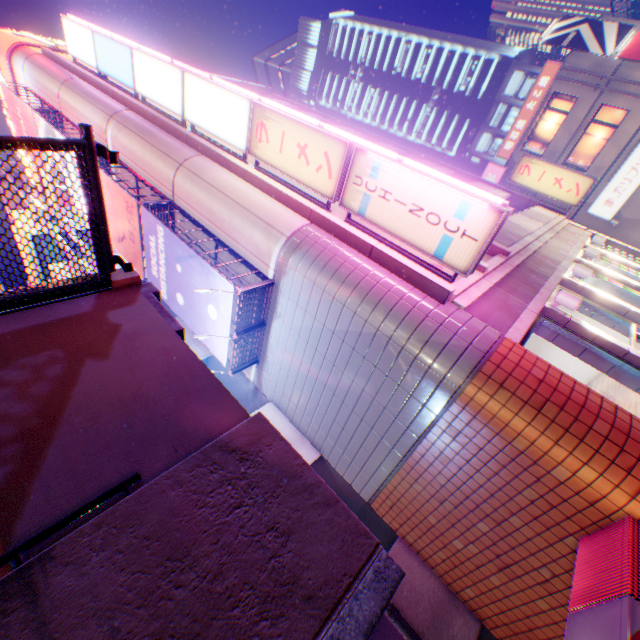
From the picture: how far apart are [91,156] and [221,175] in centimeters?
668cm

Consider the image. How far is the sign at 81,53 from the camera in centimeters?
604cm

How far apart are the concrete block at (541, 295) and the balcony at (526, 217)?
1.2 meters

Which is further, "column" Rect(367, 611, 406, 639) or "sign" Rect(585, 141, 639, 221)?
"sign" Rect(585, 141, 639, 221)

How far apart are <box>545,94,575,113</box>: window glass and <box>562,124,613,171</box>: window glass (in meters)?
1.46

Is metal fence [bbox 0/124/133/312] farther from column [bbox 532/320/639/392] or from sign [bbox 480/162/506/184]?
sign [bbox 480/162/506/184]

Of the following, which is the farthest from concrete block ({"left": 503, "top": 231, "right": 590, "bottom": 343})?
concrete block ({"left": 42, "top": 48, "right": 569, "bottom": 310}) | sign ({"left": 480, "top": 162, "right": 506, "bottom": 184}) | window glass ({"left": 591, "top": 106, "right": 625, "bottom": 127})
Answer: sign ({"left": 480, "top": 162, "right": 506, "bottom": 184})

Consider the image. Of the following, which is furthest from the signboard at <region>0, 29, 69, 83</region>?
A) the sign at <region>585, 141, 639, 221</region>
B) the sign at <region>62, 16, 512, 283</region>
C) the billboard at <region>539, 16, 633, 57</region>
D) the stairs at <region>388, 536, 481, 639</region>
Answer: the sign at <region>585, 141, 639, 221</region>
